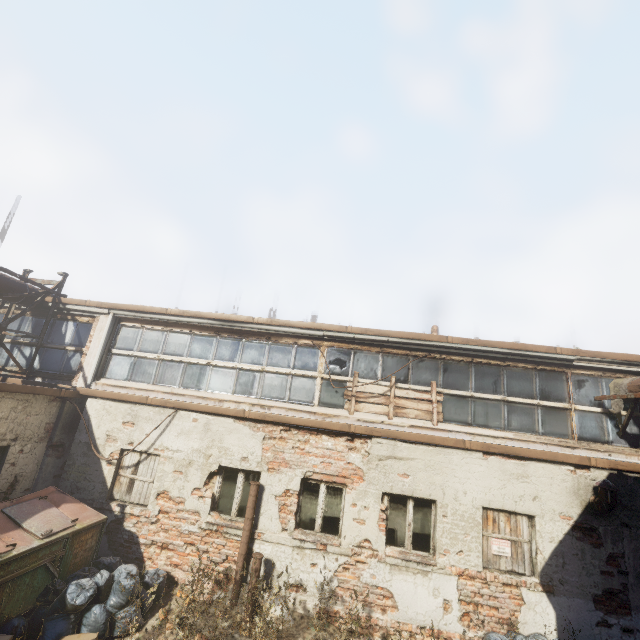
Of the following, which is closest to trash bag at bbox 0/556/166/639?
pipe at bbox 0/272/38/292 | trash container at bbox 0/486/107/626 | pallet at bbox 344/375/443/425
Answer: trash container at bbox 0/486/107/626

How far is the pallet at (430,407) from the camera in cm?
777

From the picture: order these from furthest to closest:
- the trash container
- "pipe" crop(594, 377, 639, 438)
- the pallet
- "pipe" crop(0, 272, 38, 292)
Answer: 1. "pipe" crop(0, 272, 38, 292)
2. the pallet
3. "pipe" crop(594, 377, 639, 438)
4. the trash container

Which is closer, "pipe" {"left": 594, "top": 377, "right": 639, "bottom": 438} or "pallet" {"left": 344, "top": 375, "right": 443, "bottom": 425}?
"pipe" {"left": 594, "top": 377, "right": 639, "bottom": 438}

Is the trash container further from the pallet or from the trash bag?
the pallet

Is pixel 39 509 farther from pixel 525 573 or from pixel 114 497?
pixel 525 573

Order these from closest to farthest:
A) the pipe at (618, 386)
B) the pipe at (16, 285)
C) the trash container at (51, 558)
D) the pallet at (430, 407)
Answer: the trash container at (51, 558)
the pipe at (618, 386)
the pallet at (430, 407)
the pipe at (16, 285)

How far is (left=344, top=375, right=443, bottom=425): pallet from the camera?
7.8 meters
